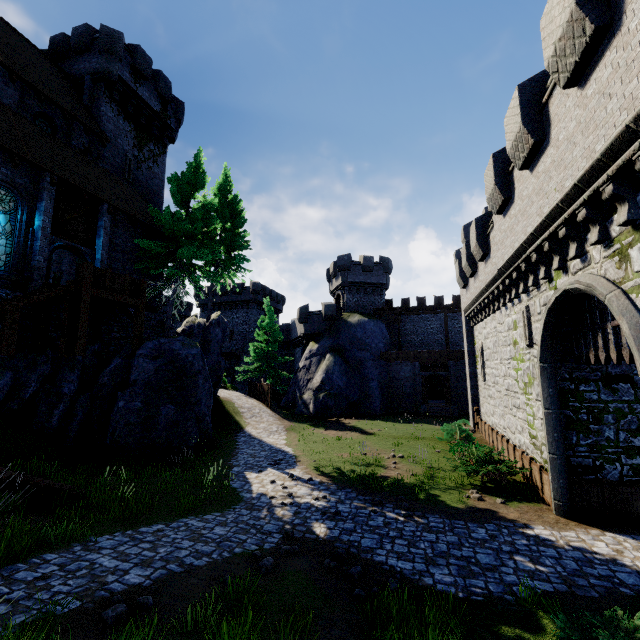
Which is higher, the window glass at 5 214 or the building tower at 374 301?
the building tower at 374 301

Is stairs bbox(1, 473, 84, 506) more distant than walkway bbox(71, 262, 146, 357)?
No

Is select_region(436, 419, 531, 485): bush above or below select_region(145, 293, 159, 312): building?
below

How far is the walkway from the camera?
13.43m

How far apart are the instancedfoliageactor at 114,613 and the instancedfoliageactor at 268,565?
2.47m

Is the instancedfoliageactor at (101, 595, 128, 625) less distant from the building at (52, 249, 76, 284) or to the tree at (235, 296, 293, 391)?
the building at (52, 249, 76, 284)

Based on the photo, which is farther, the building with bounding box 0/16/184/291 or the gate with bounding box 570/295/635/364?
the building with bounding box 0/16/184/291

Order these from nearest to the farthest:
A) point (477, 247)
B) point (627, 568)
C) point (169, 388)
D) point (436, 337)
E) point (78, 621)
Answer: point (78, 621) → point (627, 568) → point (477, 247) → point (169, 388) → point (436, 337)
